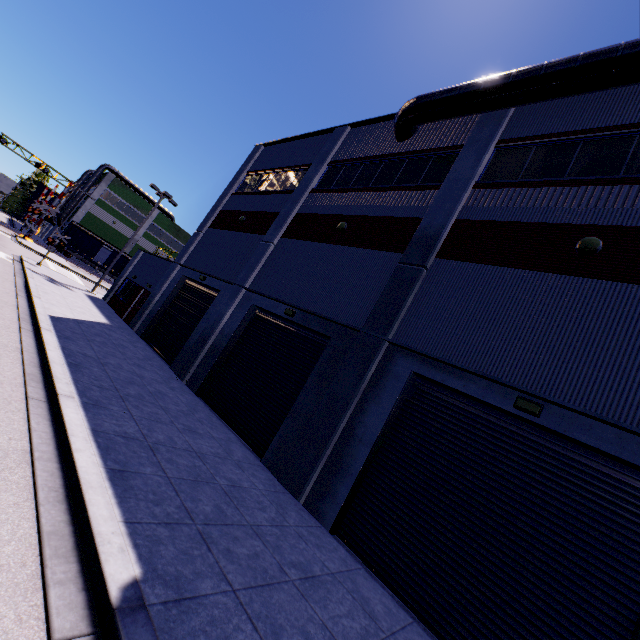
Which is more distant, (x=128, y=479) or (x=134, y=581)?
(x=128, y=479)

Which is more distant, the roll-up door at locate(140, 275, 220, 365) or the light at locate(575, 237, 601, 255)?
the roll-up door at locate(140, 275, 220, 365)

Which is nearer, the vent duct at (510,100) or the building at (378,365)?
the building at (378,365)

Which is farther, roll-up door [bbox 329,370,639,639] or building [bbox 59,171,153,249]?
building [bbox 59,171,153,249]

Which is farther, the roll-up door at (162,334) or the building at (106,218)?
→ the building at (106,218)

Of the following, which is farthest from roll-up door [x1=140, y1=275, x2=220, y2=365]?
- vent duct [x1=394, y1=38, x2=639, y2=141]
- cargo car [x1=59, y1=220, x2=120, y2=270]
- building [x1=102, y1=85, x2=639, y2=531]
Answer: vent duct [x1=394, y1=38, x2=639, y2=141]

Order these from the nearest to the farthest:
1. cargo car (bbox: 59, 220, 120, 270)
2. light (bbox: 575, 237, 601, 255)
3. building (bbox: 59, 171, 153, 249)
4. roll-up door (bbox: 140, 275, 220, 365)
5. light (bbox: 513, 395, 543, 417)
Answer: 1. light (bbox: 513, 395, 543, 417)
2. light (bbox: 575, 237, 601, 255)
3. roll-up door (bbox: 140, 275, 220, 365)
4. cargo car (bbox: 59, 220, 120, 270)
5. building (bbox: 59, 171, 153, 249)

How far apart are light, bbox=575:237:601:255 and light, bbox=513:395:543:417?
3.7 meters
